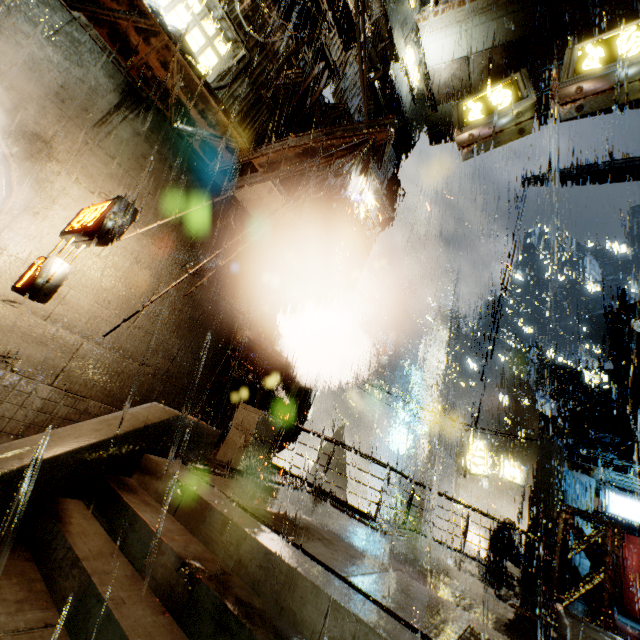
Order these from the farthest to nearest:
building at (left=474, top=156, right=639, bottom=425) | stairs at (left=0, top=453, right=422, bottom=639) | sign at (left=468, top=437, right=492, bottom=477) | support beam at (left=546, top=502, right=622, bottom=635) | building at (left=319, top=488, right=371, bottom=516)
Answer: building at (left=474, top=156, right=639, bottom=425) → sign at (left=468, top=437, right=492, bottom=477) → building at (left=319, top=488, right=371, bottom=516) → support beam at (left=546, top=502, right=622, bottom=635) → stairs at (left=0, top=453, right=422, bottom=639)

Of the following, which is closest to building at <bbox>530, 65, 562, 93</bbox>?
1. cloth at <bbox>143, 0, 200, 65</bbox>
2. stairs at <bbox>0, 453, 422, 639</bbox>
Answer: cloth at <bbox>143, 0, 200, 65</bbox>

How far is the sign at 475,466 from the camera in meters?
20.5 m

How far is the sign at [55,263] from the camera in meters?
5.6 m

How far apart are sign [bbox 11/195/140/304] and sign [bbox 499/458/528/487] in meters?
22.9 m

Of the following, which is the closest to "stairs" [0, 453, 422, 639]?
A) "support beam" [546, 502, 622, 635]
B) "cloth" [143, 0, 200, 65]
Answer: "support beam" [546, 502, 622, 635]

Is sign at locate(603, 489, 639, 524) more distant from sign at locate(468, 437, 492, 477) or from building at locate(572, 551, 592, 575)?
sign at locate(468, 437, 492, 477)

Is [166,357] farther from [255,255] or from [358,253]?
[358,253]
